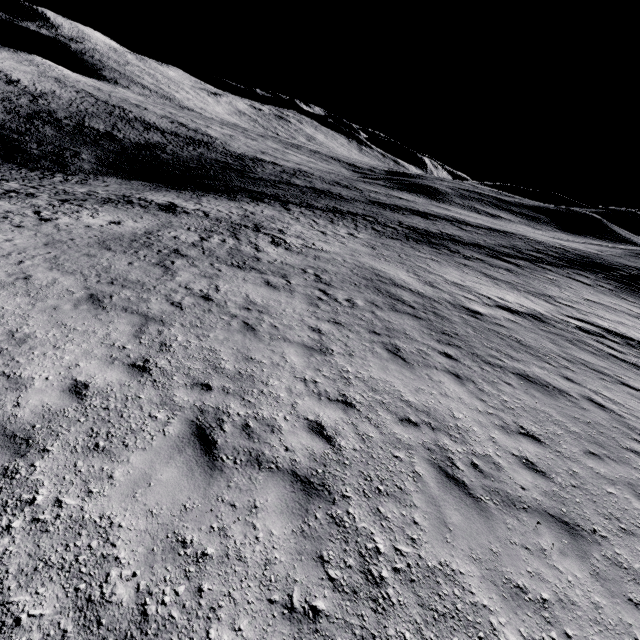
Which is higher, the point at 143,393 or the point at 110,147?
the point at 143,393
